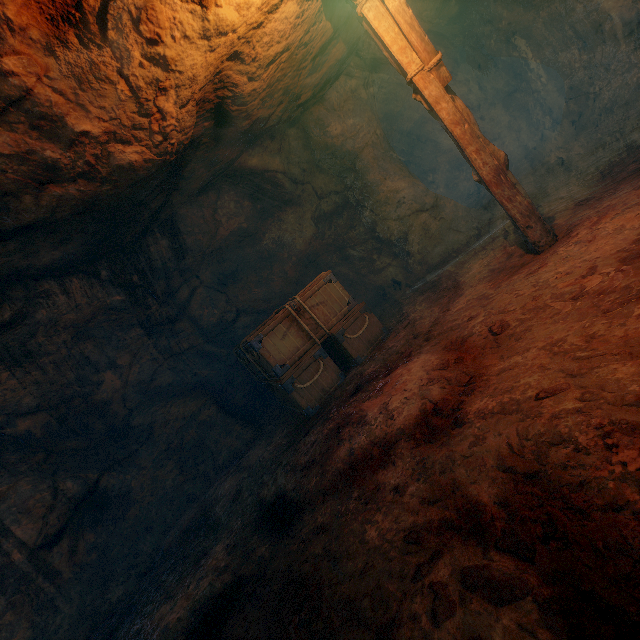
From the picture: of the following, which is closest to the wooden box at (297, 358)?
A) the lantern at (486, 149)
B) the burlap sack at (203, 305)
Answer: the burlap sack at (203, 305)

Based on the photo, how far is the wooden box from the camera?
5.46m

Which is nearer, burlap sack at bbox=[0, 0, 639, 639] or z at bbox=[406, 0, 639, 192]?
burlap sack at bbox=[0, 0, 639, 639]

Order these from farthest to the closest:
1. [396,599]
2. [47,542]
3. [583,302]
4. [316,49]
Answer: [316,49]
[47,542]
[583,302]
[396,599]

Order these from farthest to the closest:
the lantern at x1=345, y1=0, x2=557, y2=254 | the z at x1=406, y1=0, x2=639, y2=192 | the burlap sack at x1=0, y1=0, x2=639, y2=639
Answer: the z at x1=406, y1=0, x2=639, y2=192 → the lantern at x1=345, y1=0, x2=557, y2=254 → the burlap sack at x1=0, y1=0, x2=639, y2=639

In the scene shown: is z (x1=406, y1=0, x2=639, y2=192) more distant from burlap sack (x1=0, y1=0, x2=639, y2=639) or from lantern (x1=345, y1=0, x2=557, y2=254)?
lantern (x1=345, y1=0, x2=557, y2=254)

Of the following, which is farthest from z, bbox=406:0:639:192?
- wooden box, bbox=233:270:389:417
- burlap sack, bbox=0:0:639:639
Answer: wooden box, bbox=233:270:389:417

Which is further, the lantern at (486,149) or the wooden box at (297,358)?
the wooden box at (297,358)
